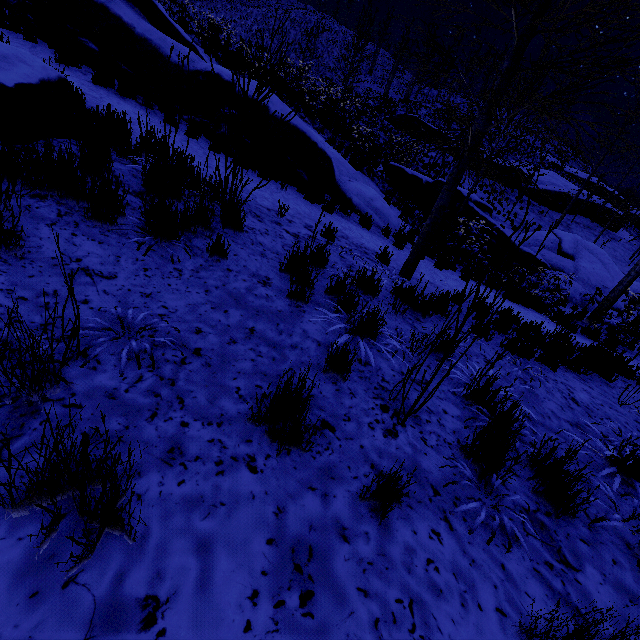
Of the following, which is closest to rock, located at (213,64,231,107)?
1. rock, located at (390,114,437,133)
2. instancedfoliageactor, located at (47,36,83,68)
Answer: instancedfoliageactor, located at (47,36,83,68)

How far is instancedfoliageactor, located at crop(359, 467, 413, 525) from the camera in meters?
1.7 m

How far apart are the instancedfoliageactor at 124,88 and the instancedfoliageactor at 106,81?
0.27m

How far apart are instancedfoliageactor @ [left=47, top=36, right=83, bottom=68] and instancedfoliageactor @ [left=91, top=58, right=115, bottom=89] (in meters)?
0.68

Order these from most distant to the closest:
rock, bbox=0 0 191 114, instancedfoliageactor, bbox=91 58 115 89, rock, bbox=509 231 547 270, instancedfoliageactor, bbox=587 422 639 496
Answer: rock, bbox=509 231 547 270 < rock, bbox=0 0 191 114 < instancedfoliageactor, bbox=91 58 115 89 < instancedfoliageactor, bbox=587 422 639 496

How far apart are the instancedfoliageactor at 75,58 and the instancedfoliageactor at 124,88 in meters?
1.2

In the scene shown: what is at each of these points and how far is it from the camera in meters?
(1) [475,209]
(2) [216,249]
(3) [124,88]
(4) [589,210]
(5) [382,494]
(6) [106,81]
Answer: (1) rock, 15.4
(2) instancedfoliageactor, 3.5
(3) instancedfoliageactor, 7.5
(4) rock, 30.3
(5) instancedfoliageactor, 1.8
(6) instancedfoliageactor, 7.4

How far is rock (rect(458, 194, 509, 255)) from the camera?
15.4 meters
